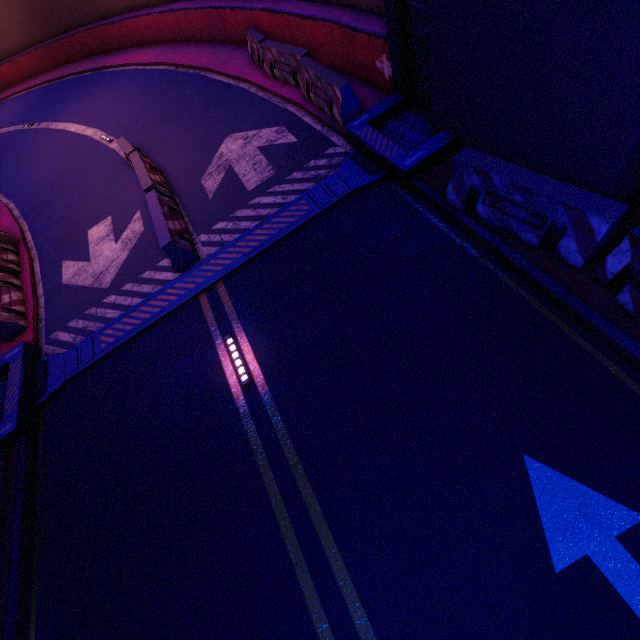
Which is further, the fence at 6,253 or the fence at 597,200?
the fence at 6,253

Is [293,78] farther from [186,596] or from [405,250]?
[186,596]

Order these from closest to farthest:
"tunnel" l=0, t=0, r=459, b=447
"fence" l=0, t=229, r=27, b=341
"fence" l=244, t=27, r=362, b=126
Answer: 1. "tunnel" l=0, t=0, r=459, b=447
2. "fence" l=244, t=27, r=362, b=126
3. "fence" l=0, t=229, r=27, b=341

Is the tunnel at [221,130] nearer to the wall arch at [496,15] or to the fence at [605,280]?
the wall arch at [496,15]

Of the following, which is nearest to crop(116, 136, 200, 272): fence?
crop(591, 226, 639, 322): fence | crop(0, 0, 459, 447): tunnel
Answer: crop(0, 0, 459, 447): tunnel

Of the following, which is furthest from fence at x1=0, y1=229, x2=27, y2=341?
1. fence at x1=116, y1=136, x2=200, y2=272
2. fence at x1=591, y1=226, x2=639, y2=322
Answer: fence at x1=591, y1=226, x2=639, y2=322

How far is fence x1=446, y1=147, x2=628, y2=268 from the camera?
4.24m

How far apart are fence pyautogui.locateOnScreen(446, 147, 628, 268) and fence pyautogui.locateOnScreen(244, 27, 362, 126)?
3.9 meters
